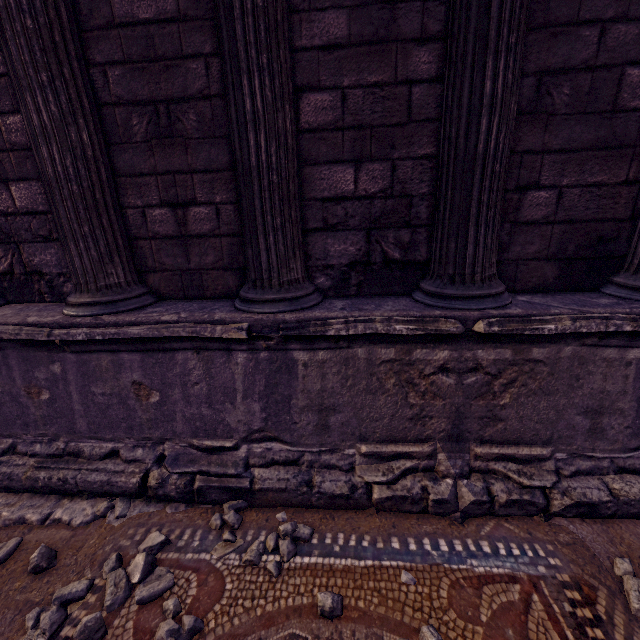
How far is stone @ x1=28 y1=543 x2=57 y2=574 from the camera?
2.1 meters

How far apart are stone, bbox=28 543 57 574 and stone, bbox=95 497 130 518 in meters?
0.4 m

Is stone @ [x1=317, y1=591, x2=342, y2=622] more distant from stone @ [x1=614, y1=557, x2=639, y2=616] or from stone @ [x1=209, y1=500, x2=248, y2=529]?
stone @ [x1=614, y1=557, x2=639, y2=616]

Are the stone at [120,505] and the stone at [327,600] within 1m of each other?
no

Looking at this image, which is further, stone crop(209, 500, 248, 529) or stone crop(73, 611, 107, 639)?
stone crop(209, 500, 248, 529)

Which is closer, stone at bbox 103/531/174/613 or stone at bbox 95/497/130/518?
stone at bbox 103/531/174/613

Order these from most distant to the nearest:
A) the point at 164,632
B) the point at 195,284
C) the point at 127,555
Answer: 1. the point at 195,284
2. the point at 127,555
3. the point at 164,632

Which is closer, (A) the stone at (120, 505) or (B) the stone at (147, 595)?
(B) the stone at (147, 595)
